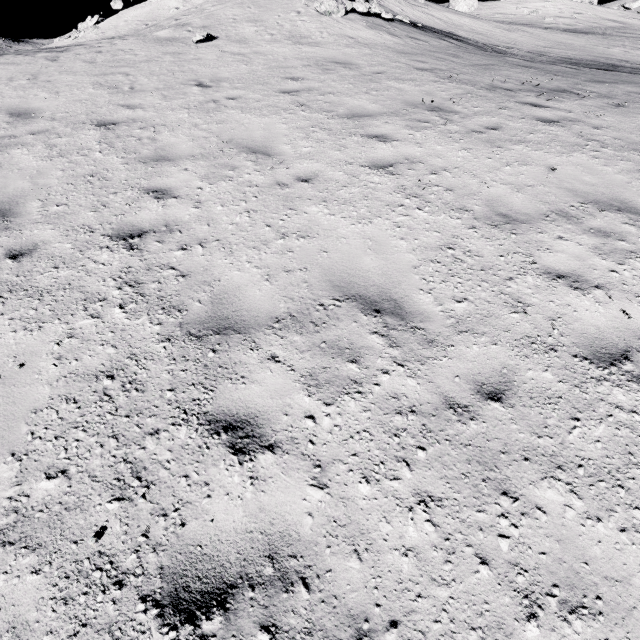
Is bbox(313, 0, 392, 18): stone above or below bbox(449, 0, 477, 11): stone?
below

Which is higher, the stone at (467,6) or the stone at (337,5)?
the stone at (467,6)

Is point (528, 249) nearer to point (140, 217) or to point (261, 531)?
point (261, 531)

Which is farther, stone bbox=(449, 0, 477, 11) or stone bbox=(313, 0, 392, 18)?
stone bbox=(449, 0, 477, 11)

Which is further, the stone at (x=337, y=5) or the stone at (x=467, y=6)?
the stone at (x=467, y=6)
